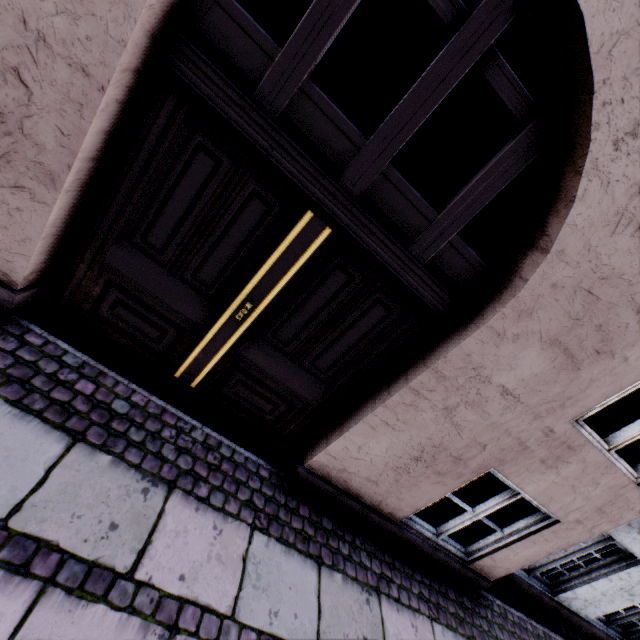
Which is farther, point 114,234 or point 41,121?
point 114,234
